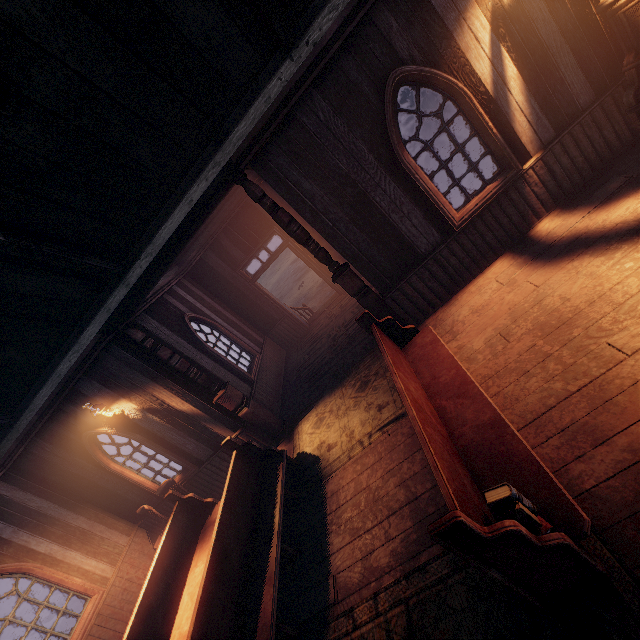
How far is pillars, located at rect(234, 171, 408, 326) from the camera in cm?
473

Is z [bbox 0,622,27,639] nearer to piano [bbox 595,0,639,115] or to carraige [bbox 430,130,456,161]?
carraige [bbox 430,130,456,161]

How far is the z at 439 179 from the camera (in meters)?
11.48

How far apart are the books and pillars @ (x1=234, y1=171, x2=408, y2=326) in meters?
3.5

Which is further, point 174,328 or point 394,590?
point 174,328

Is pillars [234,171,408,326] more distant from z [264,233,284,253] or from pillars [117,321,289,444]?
pillars [117,321,289,444]

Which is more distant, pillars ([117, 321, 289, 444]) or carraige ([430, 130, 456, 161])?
carraige ([430, 130, 456, 161])

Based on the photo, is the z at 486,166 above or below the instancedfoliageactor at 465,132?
below
